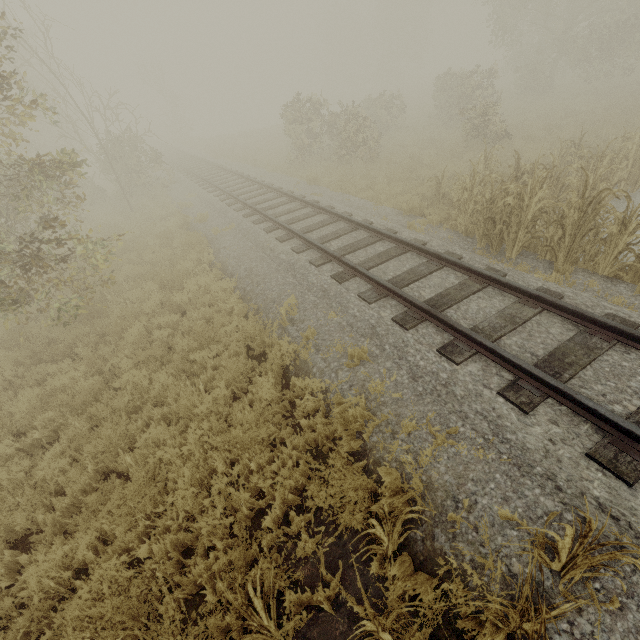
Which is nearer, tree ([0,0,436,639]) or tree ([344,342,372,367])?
tree ([0,0,436,639])

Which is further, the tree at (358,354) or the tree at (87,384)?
the tree at (358,354)

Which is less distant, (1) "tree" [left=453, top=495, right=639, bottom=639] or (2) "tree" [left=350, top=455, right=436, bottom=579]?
(1) "tree" [left=453, top=495, right=639, bottom=639]

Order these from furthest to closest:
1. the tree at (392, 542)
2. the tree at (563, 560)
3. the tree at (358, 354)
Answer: the tree at (358, 354), the tree at (392, 542), the tree at (563, 560)

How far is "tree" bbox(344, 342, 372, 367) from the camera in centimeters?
506cm

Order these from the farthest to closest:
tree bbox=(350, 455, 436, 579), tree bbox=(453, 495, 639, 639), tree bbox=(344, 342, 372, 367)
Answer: tree bbox=(344, 342, 372, 367) < tree bbox=(350, 455, 436, 579) < tree bbox=(453, 495, 639, 639)

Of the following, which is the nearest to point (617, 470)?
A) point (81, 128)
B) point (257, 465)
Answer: point (257, 465)
